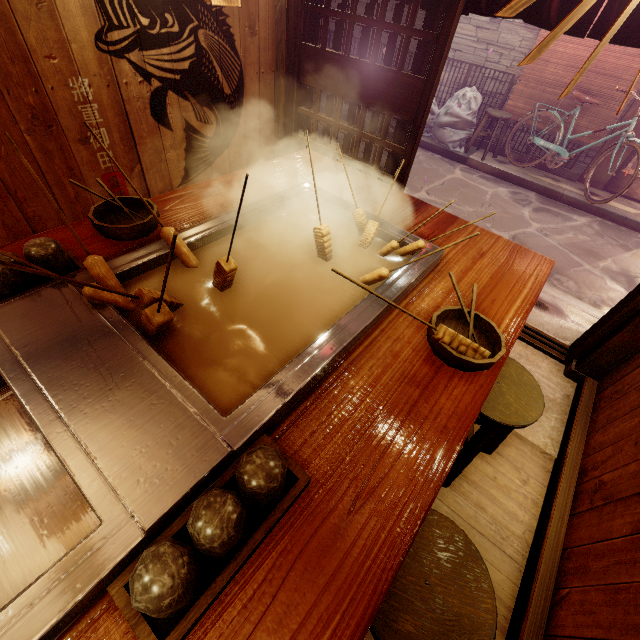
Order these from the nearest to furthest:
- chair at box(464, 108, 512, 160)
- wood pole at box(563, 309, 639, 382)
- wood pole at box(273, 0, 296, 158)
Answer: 1. wood pole at box(563, 309, 639, 382)
2. wood pole at box(273, 0, 296, 158)
3. chair at box(464, 108, 512, 160)

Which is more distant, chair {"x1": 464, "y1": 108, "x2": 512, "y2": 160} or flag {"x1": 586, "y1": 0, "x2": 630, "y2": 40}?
chair {"x1": 464, "y1": 108, "x2": 512, "y2": 160}

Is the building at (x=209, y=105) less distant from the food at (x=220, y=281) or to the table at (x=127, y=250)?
the table at (x=127, y=250)

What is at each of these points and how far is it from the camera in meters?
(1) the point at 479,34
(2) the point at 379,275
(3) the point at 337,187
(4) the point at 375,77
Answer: (1) house, 10.9
(2) food, 2.6
(3) table, 4.0
(4) door, 4.9

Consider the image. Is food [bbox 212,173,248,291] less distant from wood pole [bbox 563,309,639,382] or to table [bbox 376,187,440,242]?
table [bbox 376,187,440,242]

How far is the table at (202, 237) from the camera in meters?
2.9 m

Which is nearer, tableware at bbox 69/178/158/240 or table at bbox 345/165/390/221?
tableware at bbox 69/178/158/240

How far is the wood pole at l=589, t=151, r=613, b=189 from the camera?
10.5m
